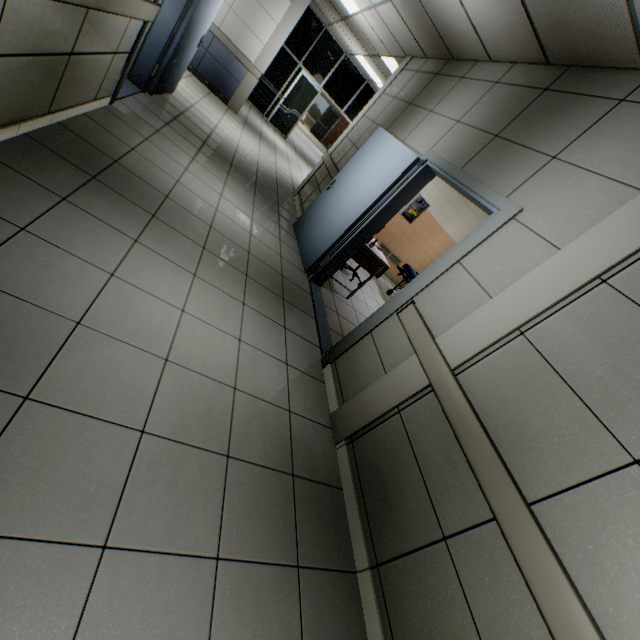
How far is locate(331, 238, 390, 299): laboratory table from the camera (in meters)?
4.71

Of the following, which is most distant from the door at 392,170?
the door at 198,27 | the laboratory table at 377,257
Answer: the door at 198,27

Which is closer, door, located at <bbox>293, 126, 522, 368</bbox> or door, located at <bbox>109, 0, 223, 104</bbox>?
door, located at <bbox>293, 126, 522, 368</bbox>

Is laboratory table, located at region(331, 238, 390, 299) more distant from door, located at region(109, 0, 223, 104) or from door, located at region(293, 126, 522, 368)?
door, located at region(109, 0, 223, 104)

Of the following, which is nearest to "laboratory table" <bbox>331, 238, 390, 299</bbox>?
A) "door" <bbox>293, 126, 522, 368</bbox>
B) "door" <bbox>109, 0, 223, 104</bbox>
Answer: "door" <bbox>293, 126, 522, 368</bbox>

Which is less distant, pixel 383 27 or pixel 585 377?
pixel 585 377
